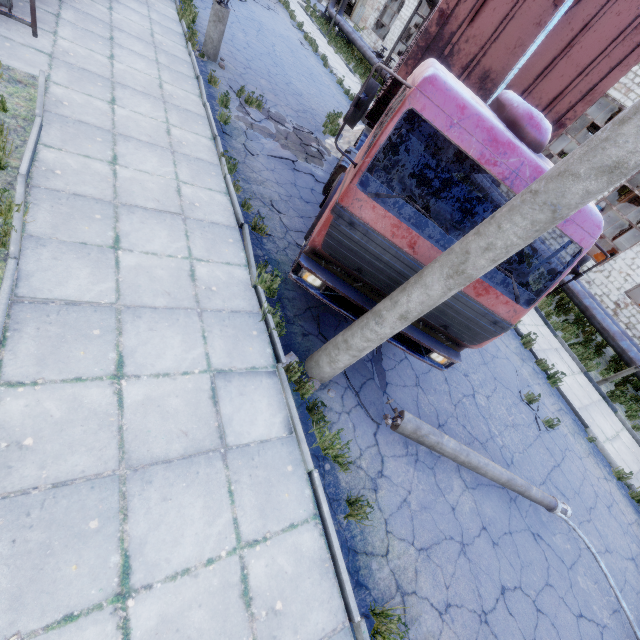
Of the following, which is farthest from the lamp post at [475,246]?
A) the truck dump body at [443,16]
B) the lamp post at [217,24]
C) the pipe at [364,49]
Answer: the pipe at [364,49]

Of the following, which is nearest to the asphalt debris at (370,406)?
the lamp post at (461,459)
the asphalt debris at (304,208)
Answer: the lamp post at (461,459)

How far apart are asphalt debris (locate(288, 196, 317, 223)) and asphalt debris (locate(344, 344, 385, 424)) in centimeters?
170cm

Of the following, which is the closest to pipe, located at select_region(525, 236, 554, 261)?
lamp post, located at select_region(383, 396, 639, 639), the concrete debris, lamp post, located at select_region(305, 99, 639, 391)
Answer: the concrete debris

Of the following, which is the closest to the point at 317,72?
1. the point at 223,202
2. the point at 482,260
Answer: the point at 223,202

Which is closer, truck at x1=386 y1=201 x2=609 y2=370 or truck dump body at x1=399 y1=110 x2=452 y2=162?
truck at x1=386 y1=201 x2=609 y2=370

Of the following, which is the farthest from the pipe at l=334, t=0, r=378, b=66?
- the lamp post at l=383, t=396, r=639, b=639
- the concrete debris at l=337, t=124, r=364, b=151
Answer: the lamp post at l=383, t=396, r=639, b=639

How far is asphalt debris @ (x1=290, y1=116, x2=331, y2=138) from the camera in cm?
1084
